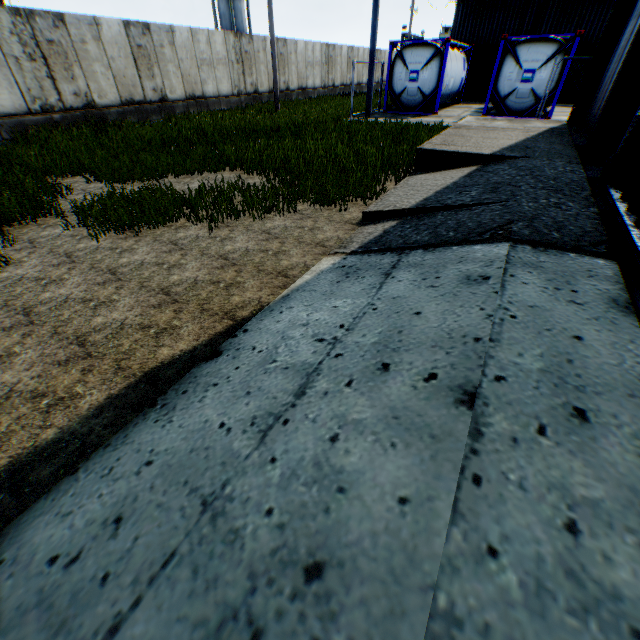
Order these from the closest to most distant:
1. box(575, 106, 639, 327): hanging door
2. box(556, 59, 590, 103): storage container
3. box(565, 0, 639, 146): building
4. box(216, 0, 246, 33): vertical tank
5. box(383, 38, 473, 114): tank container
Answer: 1. box(575, 106, 639, 327): hanging door
2. box(565, 0, 639, 146): building
3. box(383, 38, 473, 114): tank container
4. box(556, 59, 590, 103): storage container
5. box(216, 0, 246, 33): vertical tank

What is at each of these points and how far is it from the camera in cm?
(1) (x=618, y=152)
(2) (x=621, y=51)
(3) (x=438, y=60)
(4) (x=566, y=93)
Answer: (1) hanging door, 439
(2) building, 750
(3) tank container, 1566
(4) storage container, 2111

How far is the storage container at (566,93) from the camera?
20.1m

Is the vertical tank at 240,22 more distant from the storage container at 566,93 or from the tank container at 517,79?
the tank container at 517,79

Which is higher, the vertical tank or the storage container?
the vertical tank

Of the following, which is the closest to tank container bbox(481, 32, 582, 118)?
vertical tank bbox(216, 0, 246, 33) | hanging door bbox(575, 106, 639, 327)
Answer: hanging door bbox(575, 106, 639, 327)

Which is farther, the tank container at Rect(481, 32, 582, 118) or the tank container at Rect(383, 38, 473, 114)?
the tank container at Rect(383, 38, 473, 114)
